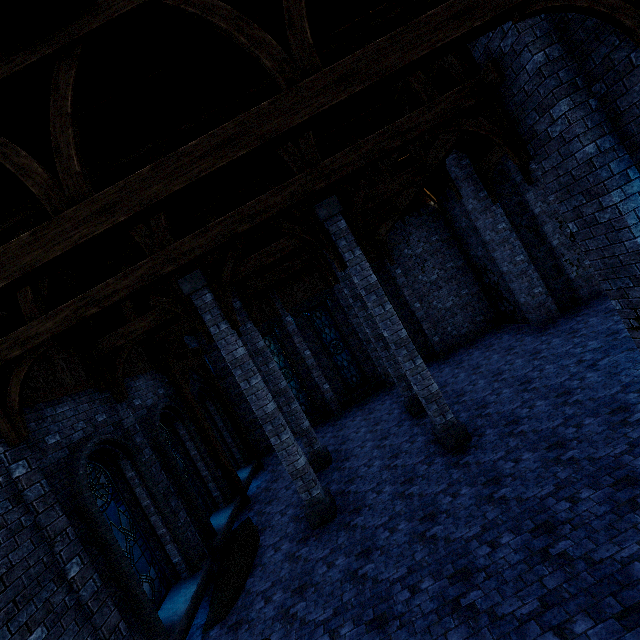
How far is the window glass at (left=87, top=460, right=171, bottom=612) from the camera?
7.1 meters

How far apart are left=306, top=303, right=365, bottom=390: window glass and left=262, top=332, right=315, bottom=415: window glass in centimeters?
185cm

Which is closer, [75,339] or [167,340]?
[75,339]

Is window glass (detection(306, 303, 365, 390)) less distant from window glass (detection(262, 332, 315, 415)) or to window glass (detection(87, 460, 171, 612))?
window glass (detection(262, 332, 315, 415))

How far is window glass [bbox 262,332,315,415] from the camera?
16.6 meters

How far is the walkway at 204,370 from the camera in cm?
1156

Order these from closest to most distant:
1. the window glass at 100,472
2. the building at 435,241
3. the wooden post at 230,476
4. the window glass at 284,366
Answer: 1. the building at 435,241
2. the window glass at 100,472
3. the wooden post at 230,476
4. the window glass at 284,366

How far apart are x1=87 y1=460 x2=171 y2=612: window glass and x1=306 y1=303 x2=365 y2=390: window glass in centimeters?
1044cm
